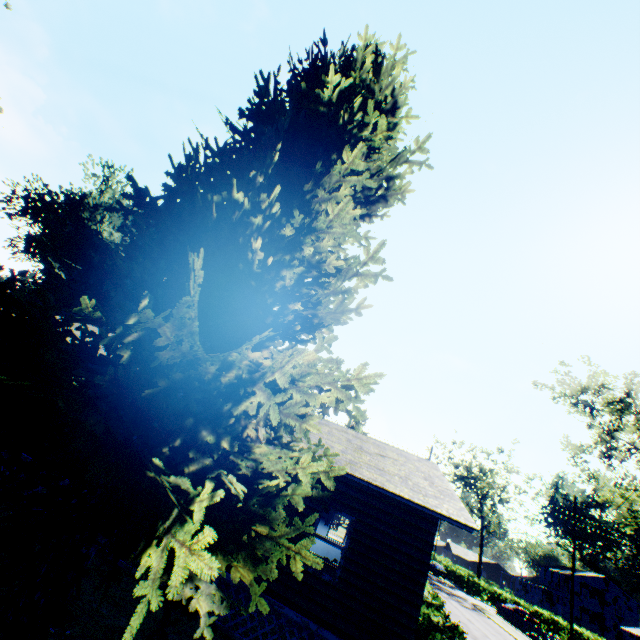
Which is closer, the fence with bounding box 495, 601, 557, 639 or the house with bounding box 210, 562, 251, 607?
the house with bounding box 210, 562, 251, 607

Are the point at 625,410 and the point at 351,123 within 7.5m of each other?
no

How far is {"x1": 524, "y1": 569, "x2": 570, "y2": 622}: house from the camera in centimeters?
5462cm

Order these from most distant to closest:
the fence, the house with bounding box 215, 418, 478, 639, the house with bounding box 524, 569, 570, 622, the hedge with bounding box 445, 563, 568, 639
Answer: the house with bounding box 524, 569, 570, 622 → the hedge with bounding box 445, 563, 568, 639 → the fence → the house with bounding box 215, 418, 478, 639

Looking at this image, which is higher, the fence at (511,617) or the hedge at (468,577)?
the hedge at (468,577)

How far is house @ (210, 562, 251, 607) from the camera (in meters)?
8.32

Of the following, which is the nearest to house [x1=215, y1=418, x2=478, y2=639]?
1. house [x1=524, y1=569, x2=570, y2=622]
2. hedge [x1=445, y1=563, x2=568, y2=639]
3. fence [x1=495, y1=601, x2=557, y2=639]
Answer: fence [x1=495, y1=601, x2=557, y2=639]

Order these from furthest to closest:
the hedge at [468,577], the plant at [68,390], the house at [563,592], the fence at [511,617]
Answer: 1. the house at [563,592]
2. the hedge at [468,577]
3. the fence at [511,617]
4. the plant at [68,390]
